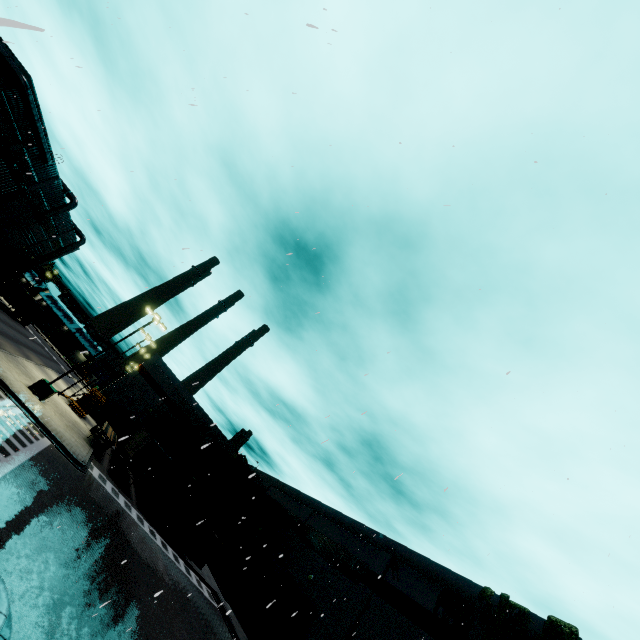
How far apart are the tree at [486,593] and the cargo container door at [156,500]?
23.0 meters

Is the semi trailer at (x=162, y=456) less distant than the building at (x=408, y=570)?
No

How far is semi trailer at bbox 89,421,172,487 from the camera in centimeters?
2742cm

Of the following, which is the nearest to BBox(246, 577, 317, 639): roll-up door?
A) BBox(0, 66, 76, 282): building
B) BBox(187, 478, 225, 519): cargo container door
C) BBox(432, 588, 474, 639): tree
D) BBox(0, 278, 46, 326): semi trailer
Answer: BBox(0, 66, 76, 282): building

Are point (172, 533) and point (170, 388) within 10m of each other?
no

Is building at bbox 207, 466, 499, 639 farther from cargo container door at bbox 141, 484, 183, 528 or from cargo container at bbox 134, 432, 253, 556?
cargo container door at bbox 141, 484, 183, 528

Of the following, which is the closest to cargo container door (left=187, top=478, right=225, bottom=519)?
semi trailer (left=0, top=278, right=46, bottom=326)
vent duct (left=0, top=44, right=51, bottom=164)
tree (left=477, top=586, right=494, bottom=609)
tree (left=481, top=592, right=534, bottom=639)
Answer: semi trailer (left=0, top=278, right=46, bottom=326)

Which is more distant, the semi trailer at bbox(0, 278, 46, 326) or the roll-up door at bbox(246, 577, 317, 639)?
the semi trailer at bbox(0, 278, 46, 326)
